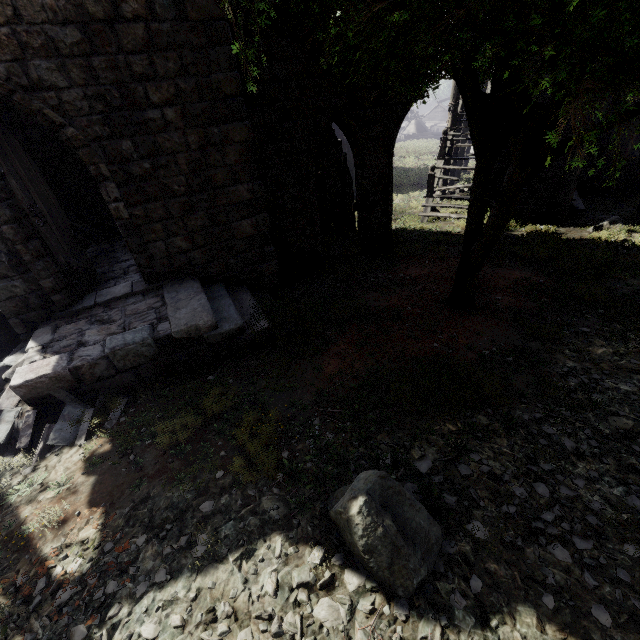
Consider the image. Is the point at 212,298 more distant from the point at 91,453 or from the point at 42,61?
the point at 42,61

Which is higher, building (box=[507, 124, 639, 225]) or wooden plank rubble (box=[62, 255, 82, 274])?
wooden plank rubble (box=[62, 255, 82, 274])

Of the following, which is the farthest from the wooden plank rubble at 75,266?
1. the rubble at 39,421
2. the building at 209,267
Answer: the rubble at 39,421

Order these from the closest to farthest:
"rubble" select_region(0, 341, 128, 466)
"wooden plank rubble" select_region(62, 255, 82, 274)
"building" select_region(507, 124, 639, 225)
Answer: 1. "rubble" select_region(0, 341, 128, 466)
2. "wooden plank rubble" select_region(62, 255, 82, 274)
3. "building" select_region(507, 124, 639, 225)

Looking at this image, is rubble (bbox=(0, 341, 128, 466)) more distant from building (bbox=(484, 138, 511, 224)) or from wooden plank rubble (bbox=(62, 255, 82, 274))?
wooden plank rubble (bbox=(62, 255, 82, 274))

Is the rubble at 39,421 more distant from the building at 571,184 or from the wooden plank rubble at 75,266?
the wooden plank rubble at 75,266
